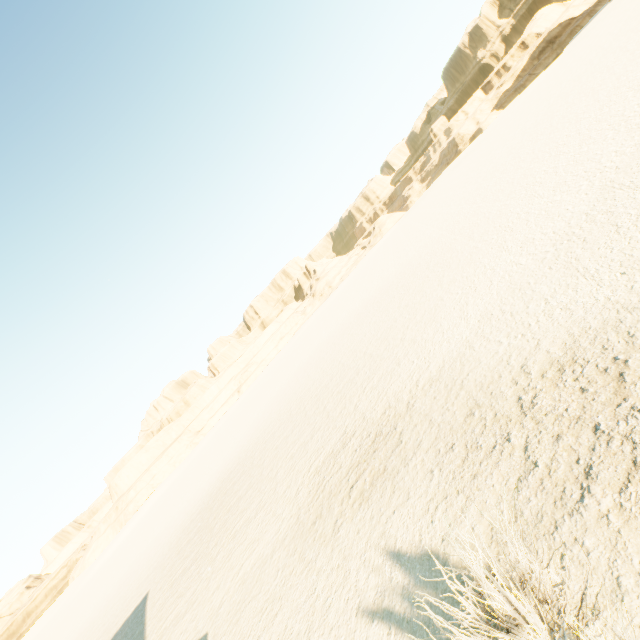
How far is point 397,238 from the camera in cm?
5631
